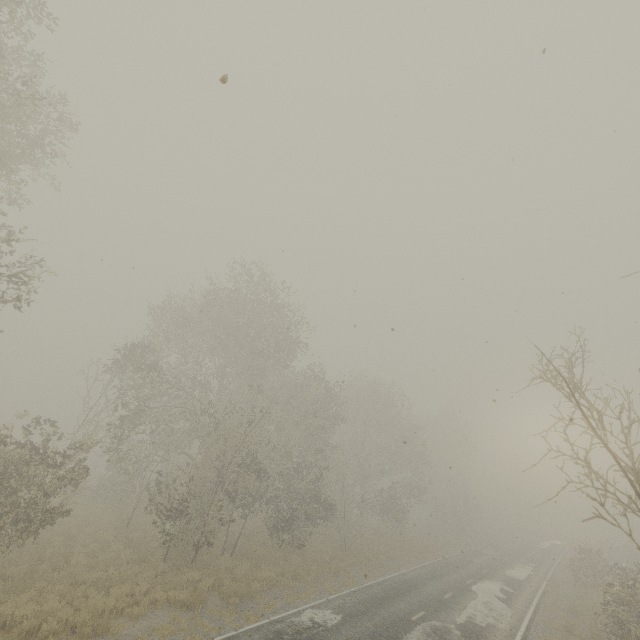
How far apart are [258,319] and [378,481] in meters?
21.6
